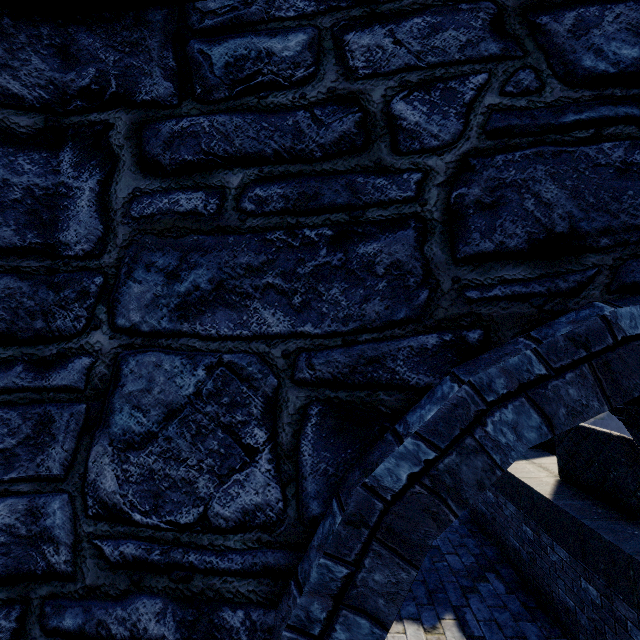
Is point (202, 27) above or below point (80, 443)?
above
